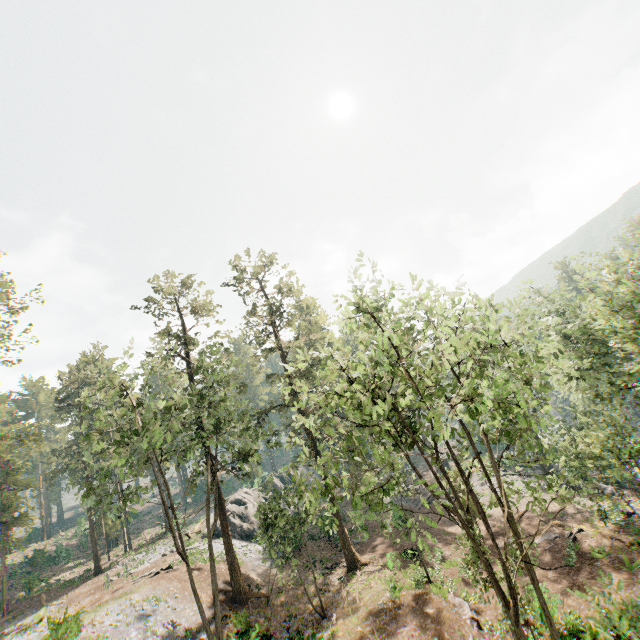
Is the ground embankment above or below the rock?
below

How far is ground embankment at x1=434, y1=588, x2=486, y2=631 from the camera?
18.0 meters

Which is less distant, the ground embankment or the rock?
the ground embankment

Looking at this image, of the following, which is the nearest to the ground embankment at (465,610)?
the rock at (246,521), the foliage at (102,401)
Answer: the foliage at (102,401)

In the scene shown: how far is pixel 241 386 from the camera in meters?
30.2

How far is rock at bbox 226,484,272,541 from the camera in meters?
38.1 m

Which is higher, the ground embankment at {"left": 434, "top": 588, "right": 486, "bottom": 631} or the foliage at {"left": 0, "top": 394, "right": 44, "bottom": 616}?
the foliage at {"left": 0, "top": 394, "right": 44, "bottom": 616}

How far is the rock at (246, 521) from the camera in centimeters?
3812cm
